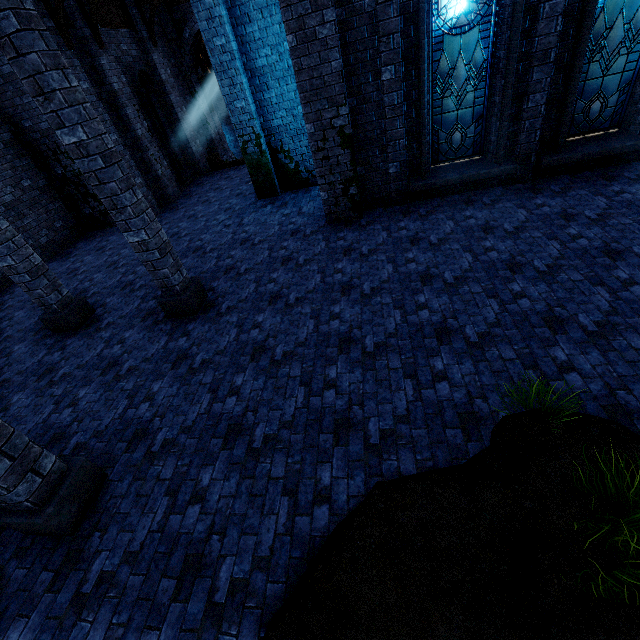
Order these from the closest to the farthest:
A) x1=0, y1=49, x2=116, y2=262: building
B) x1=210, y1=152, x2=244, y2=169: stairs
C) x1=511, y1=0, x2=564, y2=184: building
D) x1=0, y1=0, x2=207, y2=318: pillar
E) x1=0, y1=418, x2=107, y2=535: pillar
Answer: x1=0, y1=418, x2=107, y2=535: pillar, x1=0, y1=0, x2=207, y2=318: pillar, x1=511, y1=0, x2=564, y2=184: building, x1=0, y1=49, x2=116, y2=262: building, x1=210, y1=152, x2=244, y2=169: stairs

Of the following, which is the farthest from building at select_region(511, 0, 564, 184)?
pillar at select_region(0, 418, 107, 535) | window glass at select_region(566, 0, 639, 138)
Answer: window glass at select_region(566, 0, 639, 138)

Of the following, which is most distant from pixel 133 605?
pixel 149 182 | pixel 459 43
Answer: pixel 149 182

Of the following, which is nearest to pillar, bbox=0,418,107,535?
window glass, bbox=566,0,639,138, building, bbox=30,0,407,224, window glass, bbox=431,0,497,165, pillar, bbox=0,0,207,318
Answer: building, bbox=30,0,407,224

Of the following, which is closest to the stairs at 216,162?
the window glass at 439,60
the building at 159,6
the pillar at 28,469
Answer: the building at 159,6

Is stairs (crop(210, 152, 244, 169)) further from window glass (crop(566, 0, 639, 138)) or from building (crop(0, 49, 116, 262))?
window glass (crop(566, 0, 639, 138))

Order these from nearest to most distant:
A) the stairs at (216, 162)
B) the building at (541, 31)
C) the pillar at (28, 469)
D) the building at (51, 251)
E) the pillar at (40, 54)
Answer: the pillar at (28, 469)
the pillar at (40, 54)
the building at (541, 31)
the building at (51, 251)
the stairs at (216, 162)

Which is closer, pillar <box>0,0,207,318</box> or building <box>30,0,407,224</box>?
pillar <box>0,0,207,318</box>
